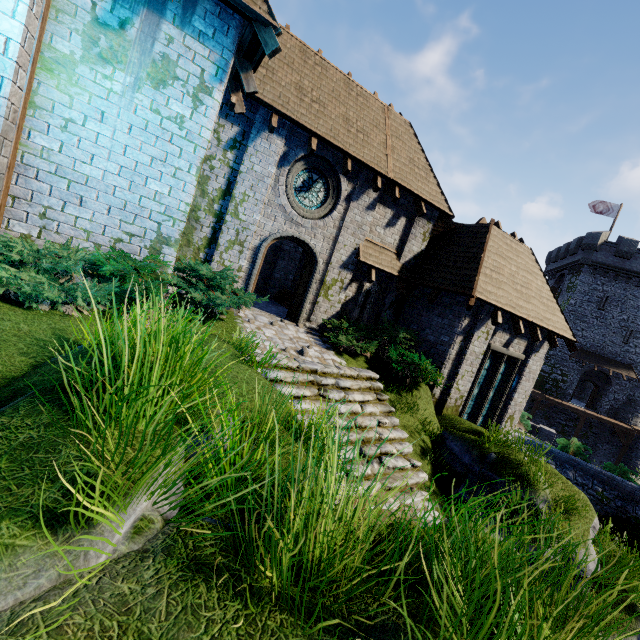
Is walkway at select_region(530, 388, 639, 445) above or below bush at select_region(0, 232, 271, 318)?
below

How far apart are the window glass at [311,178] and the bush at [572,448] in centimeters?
1759cm

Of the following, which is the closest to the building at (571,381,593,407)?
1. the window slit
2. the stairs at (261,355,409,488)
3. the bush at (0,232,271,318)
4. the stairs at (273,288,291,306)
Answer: the stairs at (273,288,291,306)

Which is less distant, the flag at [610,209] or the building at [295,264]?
the building at [295,264]

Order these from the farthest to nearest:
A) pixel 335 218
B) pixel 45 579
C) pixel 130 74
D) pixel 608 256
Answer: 1. pixel 608 256
2. pixel 335 218
3. pixel 130 74
4. pixel 45 579

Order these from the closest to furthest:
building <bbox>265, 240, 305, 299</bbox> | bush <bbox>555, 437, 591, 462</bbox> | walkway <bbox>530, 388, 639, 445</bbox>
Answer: building <bbox>265, 240, 305, 299</bbox> < bush <bbox>555, 437, 591, 462</bbox> < walkway <bbox>530, 388, 639, 445</bbox>

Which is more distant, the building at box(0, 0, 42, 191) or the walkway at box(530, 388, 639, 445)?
the walkway at box(530, 388, 639, 445)

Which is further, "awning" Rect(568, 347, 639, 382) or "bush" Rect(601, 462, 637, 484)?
"awning" Rect(568, 347, 639, 382)
